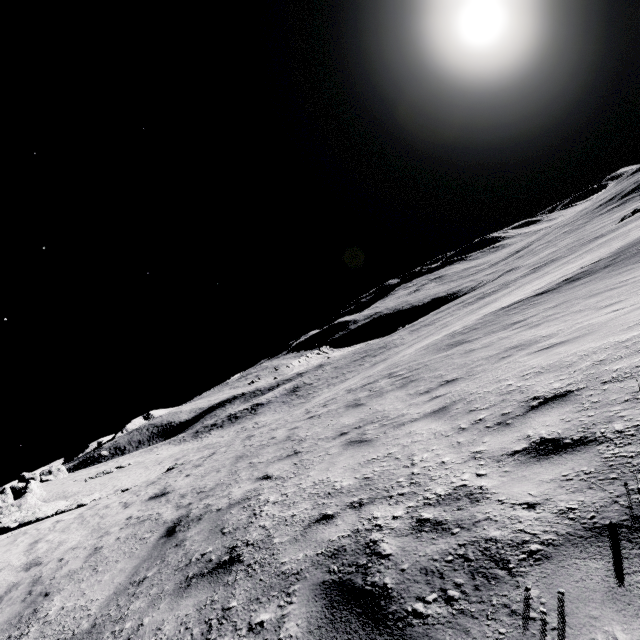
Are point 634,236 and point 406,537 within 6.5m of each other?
no
